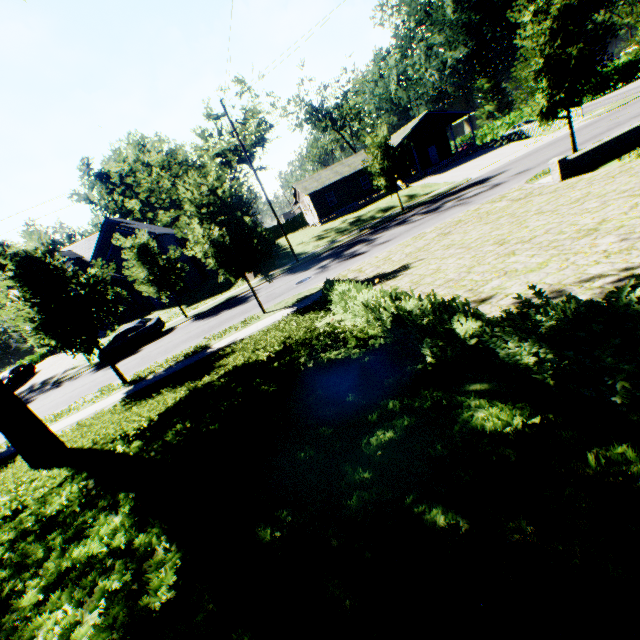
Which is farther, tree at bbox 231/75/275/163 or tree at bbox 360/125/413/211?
tree at bbox 360/125/413/211

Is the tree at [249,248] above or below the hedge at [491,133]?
above

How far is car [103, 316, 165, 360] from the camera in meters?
22.5 m

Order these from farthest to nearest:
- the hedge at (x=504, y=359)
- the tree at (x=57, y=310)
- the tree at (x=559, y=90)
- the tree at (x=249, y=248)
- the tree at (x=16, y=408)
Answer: the tree at (x=559, y=90) → the tree at (x=249, y=248) → the tree at (x=57, y=310) → the tree at (x=16, y=408) → the hedge at (x=504, y=359)

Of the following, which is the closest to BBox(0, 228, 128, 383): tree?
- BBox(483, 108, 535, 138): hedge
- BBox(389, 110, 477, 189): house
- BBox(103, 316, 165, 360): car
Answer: BBox(103, 316, 165, 360): car

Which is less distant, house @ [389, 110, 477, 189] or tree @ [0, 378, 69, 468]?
tree @ [0, 378, 69, 468]

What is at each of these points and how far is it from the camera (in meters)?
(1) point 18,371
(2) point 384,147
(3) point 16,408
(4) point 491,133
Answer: (1) car, 31.08
(2) tree, 23.19
(3) tree, 8.31
(4) hedge, 59.00

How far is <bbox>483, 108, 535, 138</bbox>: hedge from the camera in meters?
51.7 m
